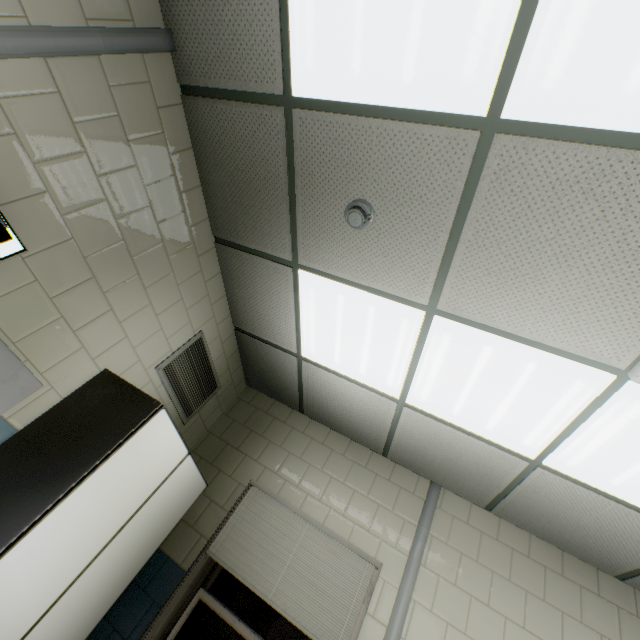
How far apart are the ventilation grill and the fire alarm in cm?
172

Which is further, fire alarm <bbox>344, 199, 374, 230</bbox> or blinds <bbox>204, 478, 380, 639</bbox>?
blinds <bbox>204, 478, 380, 639</bbox>

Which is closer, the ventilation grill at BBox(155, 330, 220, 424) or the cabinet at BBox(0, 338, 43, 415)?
the cabinet at BBox(0, 338, 43, 415)

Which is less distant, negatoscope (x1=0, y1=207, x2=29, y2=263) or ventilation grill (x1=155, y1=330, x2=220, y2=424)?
negatoscope (x1=0, y1=207, x2=29, y2=263)

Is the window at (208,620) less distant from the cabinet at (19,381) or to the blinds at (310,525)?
the blinds at (310,525)

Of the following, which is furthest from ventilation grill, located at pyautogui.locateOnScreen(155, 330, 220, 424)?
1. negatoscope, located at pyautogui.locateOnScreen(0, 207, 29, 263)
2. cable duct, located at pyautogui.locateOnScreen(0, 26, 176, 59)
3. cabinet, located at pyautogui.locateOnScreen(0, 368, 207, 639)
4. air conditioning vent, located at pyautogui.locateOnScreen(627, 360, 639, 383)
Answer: air conditioning vent, located at pyautogui.locateOnScreen(627, 360, 639, 383)

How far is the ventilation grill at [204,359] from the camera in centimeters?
271cm

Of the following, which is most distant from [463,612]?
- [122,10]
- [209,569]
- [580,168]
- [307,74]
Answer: [122,10]
